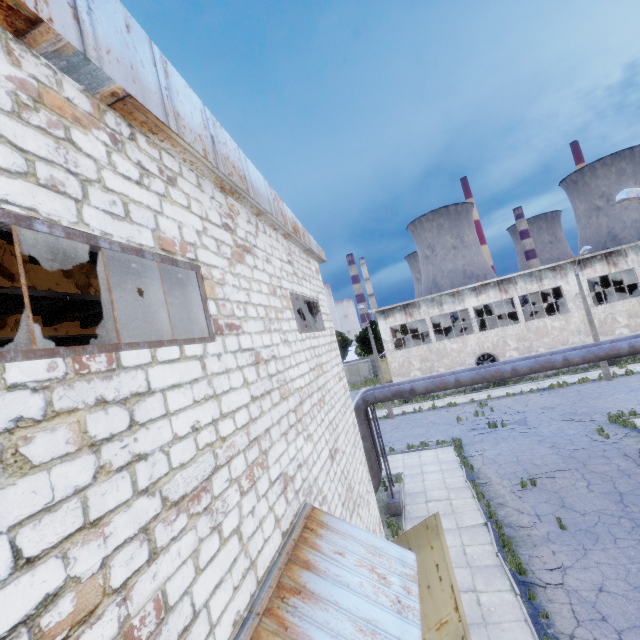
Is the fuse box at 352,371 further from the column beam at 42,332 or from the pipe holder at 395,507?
the column beam at 42,332

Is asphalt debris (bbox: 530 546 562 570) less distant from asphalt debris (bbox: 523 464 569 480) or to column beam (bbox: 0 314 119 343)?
asphalt debris (bbox: 523 464 569 480)

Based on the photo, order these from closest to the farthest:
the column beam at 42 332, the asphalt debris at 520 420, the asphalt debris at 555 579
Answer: the asphalt debris at 555 579
the column beam at 42 332
the asphalt debris at 520 420

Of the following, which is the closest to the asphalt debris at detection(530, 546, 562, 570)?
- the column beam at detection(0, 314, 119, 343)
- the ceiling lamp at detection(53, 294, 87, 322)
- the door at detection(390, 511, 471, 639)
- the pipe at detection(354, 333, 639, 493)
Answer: the door at detection(390, 511, 471, 639)

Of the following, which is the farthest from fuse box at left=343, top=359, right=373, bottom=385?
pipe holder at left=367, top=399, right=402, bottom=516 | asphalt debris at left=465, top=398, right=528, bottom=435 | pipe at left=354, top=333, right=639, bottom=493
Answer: pipe at left=354, top=333, right=639, bottom=493

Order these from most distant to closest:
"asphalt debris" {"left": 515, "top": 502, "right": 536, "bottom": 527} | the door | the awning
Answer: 1. "asphalt debris" {"left": 515, "top": 502, "right": 536, "bottom": 527}
2. the door
3. the awning

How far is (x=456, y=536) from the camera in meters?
11.8

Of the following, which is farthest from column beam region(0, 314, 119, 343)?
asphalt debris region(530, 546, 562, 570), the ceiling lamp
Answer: asphalt debris region(530, 546, 562, 570)
